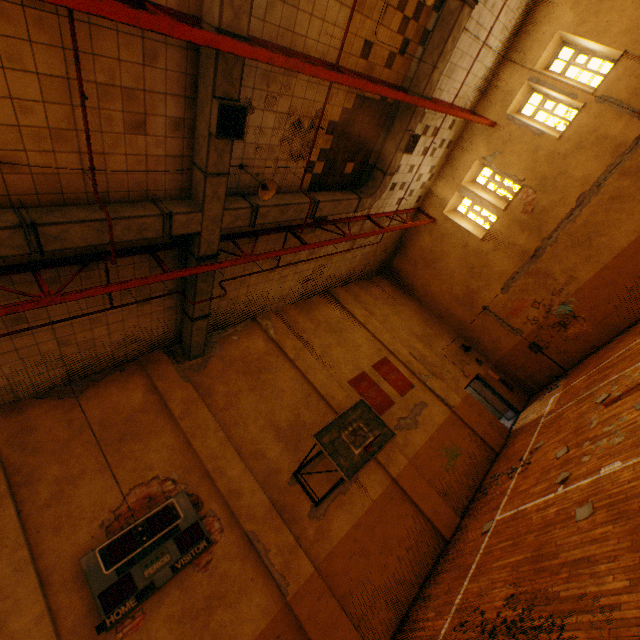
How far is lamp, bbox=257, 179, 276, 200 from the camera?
6.62m

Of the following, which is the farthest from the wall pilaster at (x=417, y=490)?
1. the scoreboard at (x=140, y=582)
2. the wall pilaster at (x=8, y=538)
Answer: the wall pilaster at (x=8, y=538)

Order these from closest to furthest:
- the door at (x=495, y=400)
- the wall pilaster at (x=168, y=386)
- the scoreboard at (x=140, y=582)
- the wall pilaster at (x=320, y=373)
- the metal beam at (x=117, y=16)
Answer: the metal beam at (x=117, y=16), the scoreboard at (x=140, y=582), the wall pilaster at (x=168, y=386), the wall pilaster at (x=320, y=373), the door at (x=495, y=400)

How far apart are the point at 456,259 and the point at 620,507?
11.3m

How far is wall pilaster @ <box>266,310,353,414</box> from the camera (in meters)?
10.35

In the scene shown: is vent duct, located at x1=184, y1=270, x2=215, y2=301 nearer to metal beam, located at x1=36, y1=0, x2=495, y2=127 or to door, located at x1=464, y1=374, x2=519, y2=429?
metal beam, located at x1=36, y1=0, x2=495, y2=127

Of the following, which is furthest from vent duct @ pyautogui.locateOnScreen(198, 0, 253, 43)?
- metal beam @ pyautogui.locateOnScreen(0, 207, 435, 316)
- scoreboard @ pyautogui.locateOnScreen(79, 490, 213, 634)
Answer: scoreboard @ pyautogui.locateOnScreen(79, 490, 213, 634)

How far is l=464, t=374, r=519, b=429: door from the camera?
13.4m
